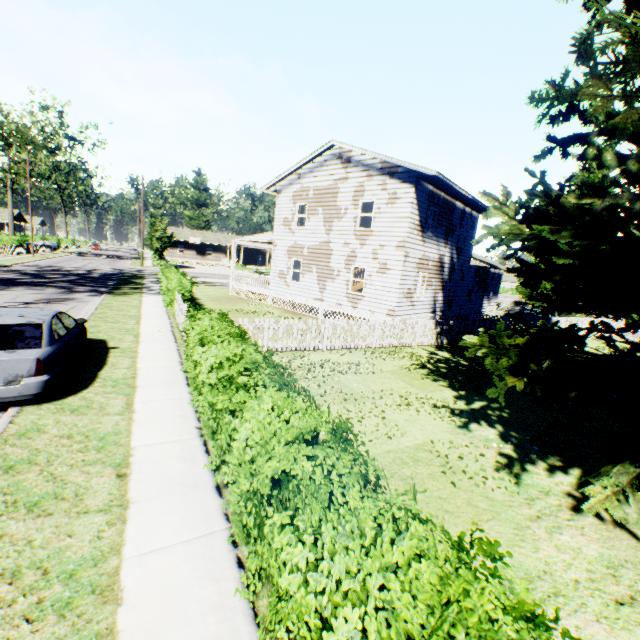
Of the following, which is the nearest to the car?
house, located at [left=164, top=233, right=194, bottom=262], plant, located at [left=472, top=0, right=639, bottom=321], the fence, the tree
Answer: plant, located at [left=472, top=0, right=639, bottom=321]

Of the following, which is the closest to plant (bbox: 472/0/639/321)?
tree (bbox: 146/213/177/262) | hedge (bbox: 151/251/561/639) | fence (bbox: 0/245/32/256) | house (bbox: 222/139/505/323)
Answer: house (bbox: 222/139/505/323)

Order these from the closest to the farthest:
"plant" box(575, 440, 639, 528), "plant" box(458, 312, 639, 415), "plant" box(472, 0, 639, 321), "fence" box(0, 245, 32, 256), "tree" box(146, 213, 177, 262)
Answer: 1. "plant" box(472, 0, 639, 321)
2. "plant" box(575, 440, 639, 528)
3. "plant" box(458, 312, 639, 415)
4. "fence" box(0, 245, 32, 256)
5. "tree" box(146, 213, 177, 262)

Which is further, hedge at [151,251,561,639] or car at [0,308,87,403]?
car at [0,308,87,403]

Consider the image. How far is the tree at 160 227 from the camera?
44.6m

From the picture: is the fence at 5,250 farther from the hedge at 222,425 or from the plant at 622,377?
the hedge at 222,425

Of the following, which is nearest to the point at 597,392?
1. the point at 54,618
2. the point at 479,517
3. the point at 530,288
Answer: the point at 479,517

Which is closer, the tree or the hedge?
the hedge
